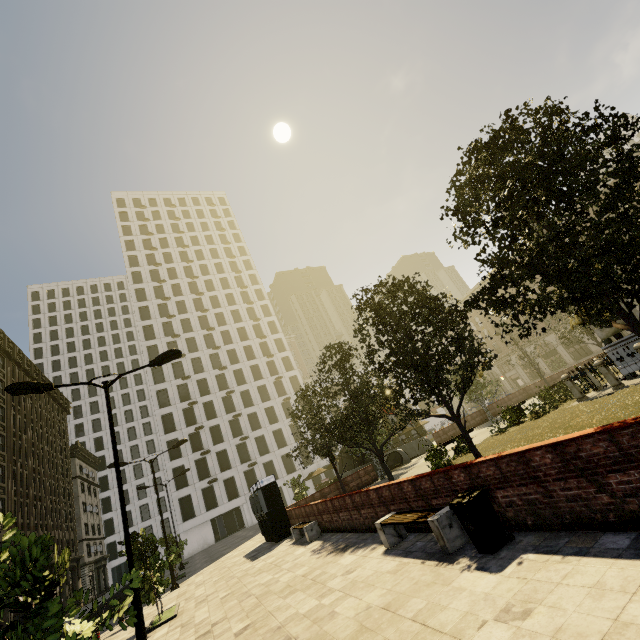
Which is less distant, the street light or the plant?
the street light

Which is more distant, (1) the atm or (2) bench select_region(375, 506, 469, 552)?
(1) the atm

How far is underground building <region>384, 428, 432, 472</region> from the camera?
27.7m

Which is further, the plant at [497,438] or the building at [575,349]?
the building at [575,349]

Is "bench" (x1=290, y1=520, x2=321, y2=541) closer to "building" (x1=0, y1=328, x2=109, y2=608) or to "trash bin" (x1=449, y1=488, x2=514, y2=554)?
"trash bin" (x1=449, y1=488, x2=514, y2=554)

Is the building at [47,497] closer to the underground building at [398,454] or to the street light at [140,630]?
the street light at [140,630]

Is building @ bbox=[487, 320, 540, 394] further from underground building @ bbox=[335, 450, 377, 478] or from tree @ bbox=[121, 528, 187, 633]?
underground building @ bbox=[335, 450, 377, 478]

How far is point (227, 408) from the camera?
51.84m
